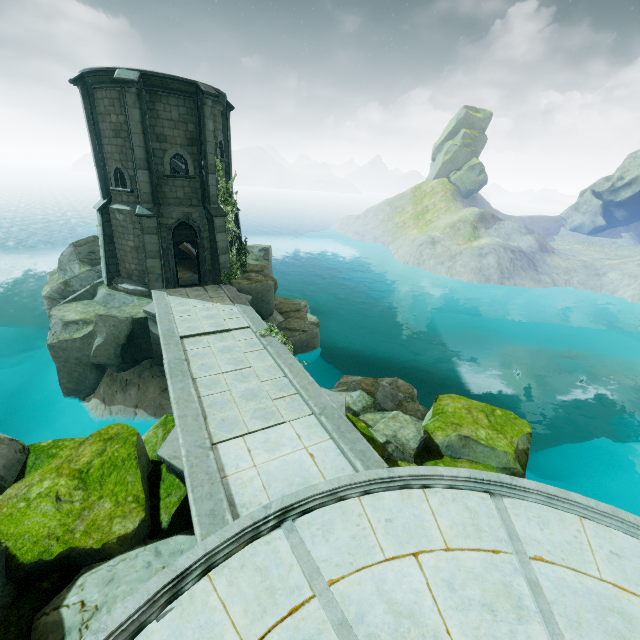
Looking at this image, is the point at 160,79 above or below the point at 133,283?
above

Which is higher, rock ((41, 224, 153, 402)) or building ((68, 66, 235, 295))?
building ((68, 66, 235, 295))

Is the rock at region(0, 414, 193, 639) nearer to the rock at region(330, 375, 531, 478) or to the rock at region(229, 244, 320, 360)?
the rock at region(330, 375, 531, 478)

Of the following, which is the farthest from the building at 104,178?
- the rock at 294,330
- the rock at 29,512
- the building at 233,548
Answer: the building at 233,548

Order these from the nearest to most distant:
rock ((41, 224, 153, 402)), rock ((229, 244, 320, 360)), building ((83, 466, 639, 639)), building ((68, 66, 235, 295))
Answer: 1. building ((83, 466, 639, 639))
2. building ((68, 66, 235, 295))
3. rock ((41, 224, 153, 402))
4. rock ((229, 244, 320, 360))

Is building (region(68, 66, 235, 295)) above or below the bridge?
above

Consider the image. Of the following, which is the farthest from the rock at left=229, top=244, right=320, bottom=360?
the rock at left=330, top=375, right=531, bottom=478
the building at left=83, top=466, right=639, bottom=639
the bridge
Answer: the building at left=83, top=466, right=639, bottom=639

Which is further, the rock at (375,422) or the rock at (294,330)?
the rock at (294,330)
